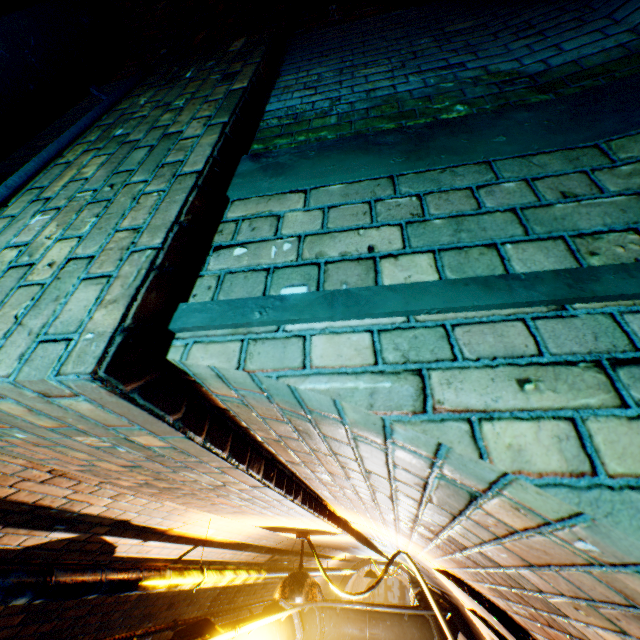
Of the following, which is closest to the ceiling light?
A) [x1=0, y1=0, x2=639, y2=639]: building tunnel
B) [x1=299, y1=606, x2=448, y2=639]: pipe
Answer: [x1=0, y1=0, x2=639, y2=639]: building tunnel

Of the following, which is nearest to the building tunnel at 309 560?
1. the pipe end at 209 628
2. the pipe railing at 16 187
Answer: the pipe railing at 16 187

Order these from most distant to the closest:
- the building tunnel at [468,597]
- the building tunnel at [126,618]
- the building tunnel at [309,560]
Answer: the building tunnel at [309,560] < the building tunnel at [126,618] < the building tunnel at [468,597]

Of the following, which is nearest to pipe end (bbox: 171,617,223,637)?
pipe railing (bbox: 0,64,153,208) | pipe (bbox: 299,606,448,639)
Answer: pipe railing (bbox: 0,64,153,208)

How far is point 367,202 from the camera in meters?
0.9 m

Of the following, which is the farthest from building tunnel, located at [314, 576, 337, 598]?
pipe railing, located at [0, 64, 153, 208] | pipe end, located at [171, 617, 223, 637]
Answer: pipe end, located at [171, 617, 223, 637]

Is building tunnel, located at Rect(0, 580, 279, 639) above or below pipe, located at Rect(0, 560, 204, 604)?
below
